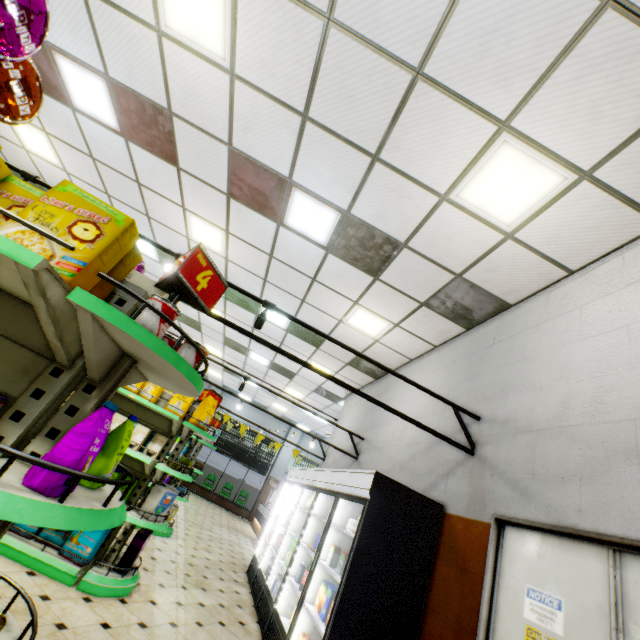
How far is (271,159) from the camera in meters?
4.1

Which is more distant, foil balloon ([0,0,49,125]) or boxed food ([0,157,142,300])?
foil balloon ([0,0,49,125])

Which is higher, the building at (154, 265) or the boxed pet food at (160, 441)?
the building at (154, 265)

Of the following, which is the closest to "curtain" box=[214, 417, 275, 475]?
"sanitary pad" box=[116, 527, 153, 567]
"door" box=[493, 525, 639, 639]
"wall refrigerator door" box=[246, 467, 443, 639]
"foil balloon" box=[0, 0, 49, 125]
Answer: "wall refrigerator door" box=[246, 467, 443, 639]

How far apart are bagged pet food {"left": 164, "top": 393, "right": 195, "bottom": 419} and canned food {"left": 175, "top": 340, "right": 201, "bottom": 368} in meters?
3.4

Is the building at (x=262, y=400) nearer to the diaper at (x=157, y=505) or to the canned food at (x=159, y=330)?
the diaper at (x=157, y=505)

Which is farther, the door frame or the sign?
the door frame

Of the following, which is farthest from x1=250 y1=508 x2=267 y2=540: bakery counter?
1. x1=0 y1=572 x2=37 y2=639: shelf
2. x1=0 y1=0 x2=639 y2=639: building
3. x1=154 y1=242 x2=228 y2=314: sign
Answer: x1=154 y1=242 x2=228 y2=314: sign
